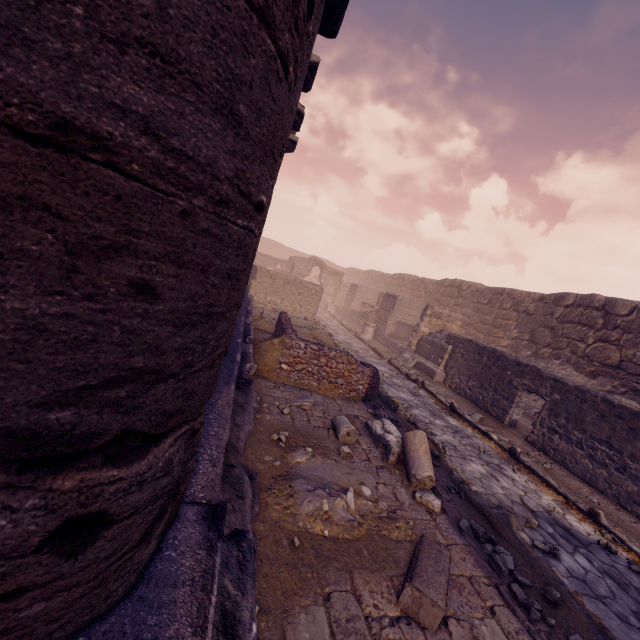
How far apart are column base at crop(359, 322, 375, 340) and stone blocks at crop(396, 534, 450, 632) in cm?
1488

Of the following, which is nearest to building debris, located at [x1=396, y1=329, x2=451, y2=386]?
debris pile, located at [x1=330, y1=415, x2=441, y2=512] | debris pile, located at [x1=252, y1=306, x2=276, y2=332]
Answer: debris pile, located at [x1=252, y1=306, x2=276, y2=332]

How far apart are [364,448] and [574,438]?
5.9 meters

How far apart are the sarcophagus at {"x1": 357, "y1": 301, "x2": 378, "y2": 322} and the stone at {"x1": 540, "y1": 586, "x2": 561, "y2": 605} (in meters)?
17.55

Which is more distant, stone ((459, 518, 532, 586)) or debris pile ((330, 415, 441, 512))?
debris pile ((330, 415, 441, 512))

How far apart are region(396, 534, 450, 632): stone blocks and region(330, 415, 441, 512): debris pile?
0.8m

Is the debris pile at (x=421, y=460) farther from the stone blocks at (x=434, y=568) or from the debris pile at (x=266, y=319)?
the debris pile at (x=266, y=319)

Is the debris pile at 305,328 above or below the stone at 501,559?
above
